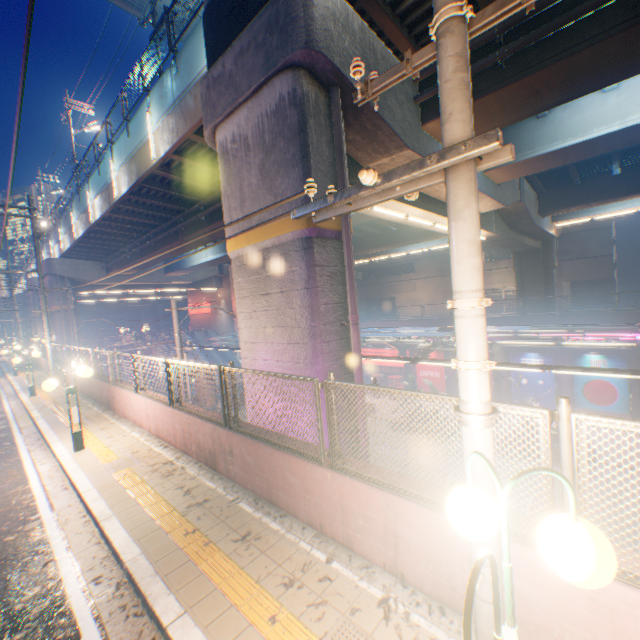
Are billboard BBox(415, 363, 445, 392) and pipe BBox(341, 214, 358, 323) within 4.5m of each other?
no

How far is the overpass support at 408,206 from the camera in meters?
11.0

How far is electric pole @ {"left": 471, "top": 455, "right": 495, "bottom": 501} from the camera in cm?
224

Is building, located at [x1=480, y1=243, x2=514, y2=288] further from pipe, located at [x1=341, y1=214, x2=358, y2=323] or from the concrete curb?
the concrete curb

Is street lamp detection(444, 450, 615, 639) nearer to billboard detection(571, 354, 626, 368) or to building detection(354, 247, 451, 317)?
billboard detection(571, 354, 626, 368)

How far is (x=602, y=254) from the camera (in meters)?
34.75

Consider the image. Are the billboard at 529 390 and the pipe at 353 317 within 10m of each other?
no

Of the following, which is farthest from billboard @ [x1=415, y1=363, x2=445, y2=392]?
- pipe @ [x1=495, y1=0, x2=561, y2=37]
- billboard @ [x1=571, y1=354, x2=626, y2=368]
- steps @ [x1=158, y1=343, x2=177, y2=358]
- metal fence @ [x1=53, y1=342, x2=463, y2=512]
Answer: pipe @ [x1=495, y1=0, x2=561, y2=37]
